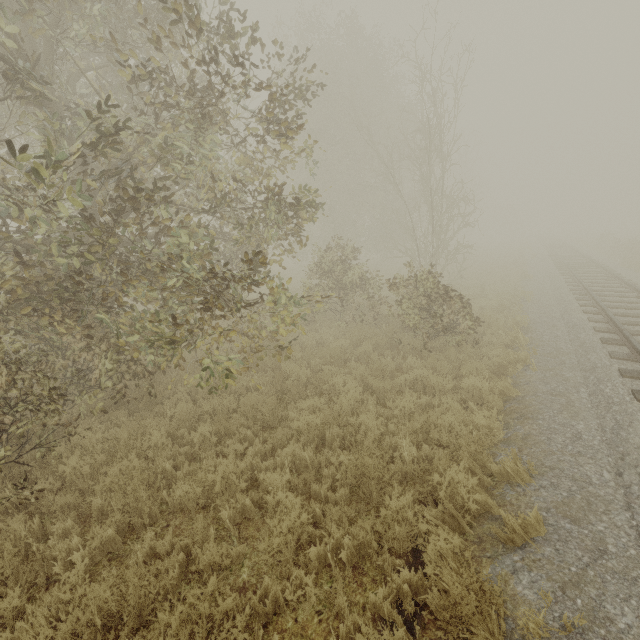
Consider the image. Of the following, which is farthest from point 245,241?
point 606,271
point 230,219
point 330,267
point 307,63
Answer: point 307,63
